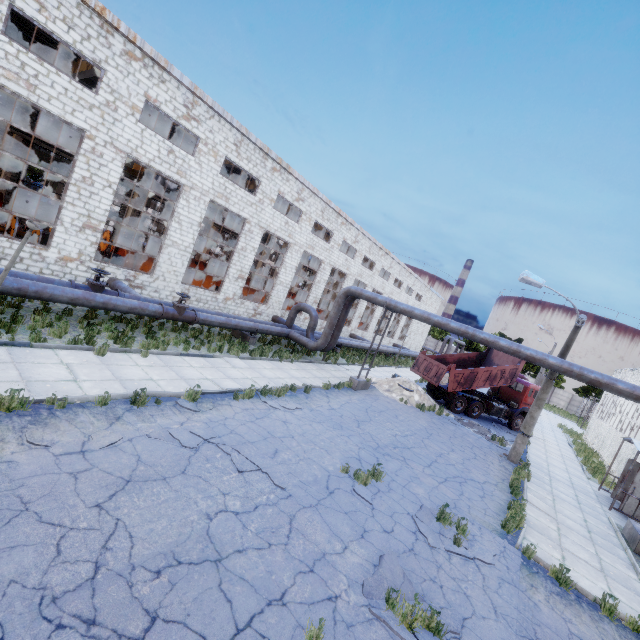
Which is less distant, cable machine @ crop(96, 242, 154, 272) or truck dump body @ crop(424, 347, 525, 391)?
cable machine @ crop(96, 242, 154, 272)

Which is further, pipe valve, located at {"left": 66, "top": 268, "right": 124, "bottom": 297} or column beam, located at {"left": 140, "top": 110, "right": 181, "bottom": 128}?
column beam, located at {"left": 140, "top": 110, "right": 181, "bottom": 128}

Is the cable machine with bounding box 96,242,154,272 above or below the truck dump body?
below

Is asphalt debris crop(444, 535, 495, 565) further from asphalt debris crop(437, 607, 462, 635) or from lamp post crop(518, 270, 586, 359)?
lamp post crop(518, 270, 586, 359)

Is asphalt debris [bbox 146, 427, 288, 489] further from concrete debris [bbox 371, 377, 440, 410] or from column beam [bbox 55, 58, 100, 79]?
column beam [bbox 55, 58, 100, 79]

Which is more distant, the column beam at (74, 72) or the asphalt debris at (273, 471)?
the column beam at (74, 72)

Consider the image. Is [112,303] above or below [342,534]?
above

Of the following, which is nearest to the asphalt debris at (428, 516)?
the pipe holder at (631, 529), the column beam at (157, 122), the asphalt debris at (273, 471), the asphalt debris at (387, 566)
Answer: the asphalt debris at (387, 566)
